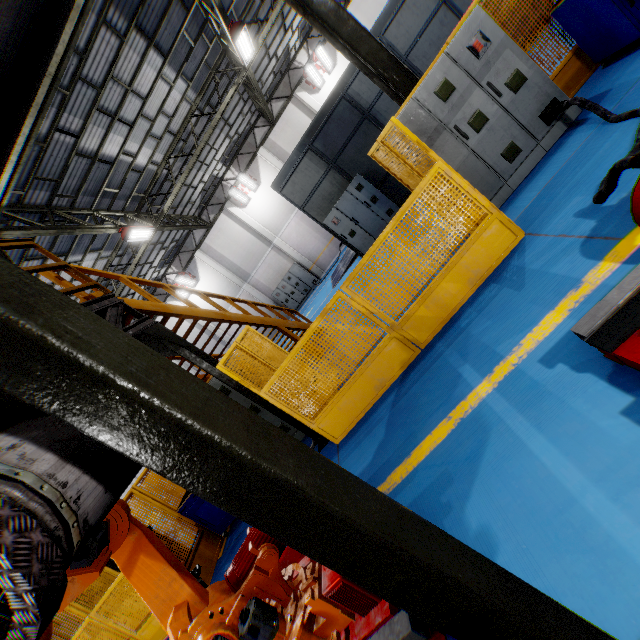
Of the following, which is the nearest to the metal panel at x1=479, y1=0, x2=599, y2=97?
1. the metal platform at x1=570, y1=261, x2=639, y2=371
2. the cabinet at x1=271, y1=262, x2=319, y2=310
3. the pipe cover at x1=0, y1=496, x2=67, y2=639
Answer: the metal platform at x1=570, y1=261, x2=639, y2=371

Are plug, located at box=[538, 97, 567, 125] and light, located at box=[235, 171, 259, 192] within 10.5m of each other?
no

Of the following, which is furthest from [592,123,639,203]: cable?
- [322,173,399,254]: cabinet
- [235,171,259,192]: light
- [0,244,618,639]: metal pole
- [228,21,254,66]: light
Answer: [235,171,259,192]: light

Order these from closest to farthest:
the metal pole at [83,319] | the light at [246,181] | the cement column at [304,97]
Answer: the metal pole at [83,319] < the cement column at [304,97] < the light at [246,181]

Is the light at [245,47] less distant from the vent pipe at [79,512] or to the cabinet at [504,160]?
the cabinet at [504,160]

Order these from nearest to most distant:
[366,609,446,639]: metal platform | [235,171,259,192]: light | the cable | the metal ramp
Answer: [366,609,446,639]: metal platform
the cable
the metal ramp
[235,171,259,192]: light

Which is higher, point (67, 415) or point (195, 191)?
point (195, 191)

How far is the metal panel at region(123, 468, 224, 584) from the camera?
6.2m
